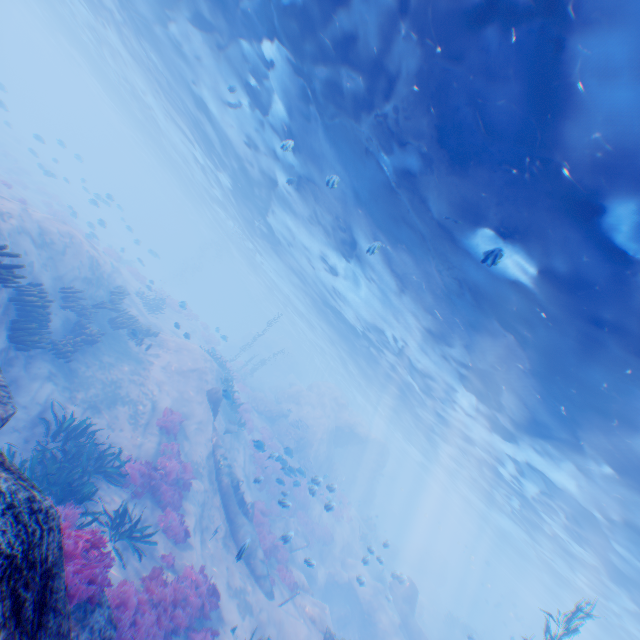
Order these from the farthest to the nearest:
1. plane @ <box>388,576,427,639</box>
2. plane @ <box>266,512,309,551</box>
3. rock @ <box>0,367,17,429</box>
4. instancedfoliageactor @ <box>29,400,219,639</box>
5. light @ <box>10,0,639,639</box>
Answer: plane @ <box>388,576,427,639</box>
plane @ <box>266,512,309,551</box>
light @ <box>10,0,639,639</box>
instancedfoliageactor @ <box>29,400,219,639</box>
rock @ <box>0,367,17,429</box>

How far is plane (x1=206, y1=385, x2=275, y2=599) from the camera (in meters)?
13.14

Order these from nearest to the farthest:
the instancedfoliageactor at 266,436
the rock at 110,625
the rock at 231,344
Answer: the rock at 110,625
the instancedfoliageactor at 266,436
the rock at 231,344

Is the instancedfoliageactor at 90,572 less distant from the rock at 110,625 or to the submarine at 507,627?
the rock at 110,625

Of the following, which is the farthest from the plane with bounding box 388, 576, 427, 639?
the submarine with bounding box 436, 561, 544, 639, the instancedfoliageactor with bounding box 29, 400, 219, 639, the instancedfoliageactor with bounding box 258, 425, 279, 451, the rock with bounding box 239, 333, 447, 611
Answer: the submarine with bounding box 436, 561, 544, 639

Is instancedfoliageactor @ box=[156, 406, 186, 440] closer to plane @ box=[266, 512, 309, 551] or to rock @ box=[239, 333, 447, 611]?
rock @ box=[239, 333, 447, 611]

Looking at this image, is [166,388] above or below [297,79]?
below

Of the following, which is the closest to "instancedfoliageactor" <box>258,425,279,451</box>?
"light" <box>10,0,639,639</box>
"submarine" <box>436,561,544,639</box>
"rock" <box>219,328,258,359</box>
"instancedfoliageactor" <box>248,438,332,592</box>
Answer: "instancedfoliageactor" <box>248,438,332,592</box>
